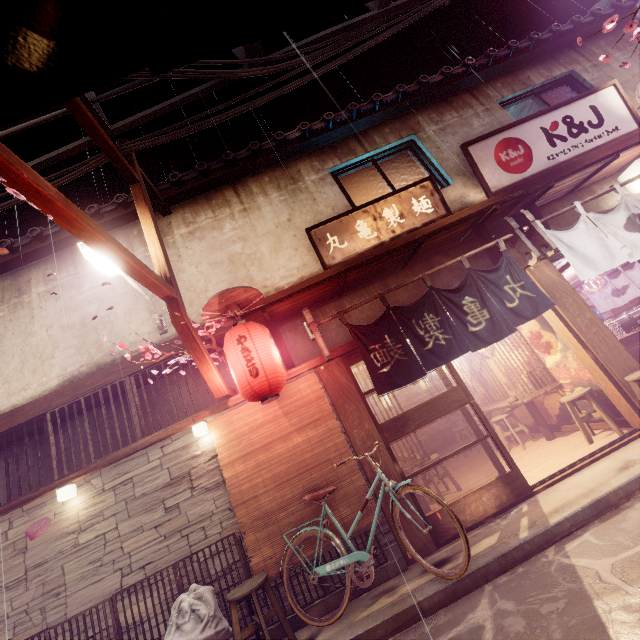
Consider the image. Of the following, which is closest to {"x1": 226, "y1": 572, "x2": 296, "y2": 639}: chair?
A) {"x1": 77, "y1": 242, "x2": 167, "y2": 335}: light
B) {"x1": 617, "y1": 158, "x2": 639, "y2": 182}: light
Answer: {"x1": 77, "y1": 242, "x2": 167, "y2": 335}: light

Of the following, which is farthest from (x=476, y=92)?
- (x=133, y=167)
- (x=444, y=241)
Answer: (x=133, y=167)

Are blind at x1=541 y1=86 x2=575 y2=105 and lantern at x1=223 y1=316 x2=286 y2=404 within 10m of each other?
no

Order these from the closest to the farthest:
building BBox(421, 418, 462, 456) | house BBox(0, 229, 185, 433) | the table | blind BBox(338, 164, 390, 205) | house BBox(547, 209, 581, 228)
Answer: house BBox(0, 229, 185, 433) < house BBox(547, 209, 581, 228) < blind BBox(338, 164, 390, 205) < the table < building BBox(421, 418, 462, 456)

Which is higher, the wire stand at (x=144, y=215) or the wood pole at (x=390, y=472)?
the wire stand at (x=144, y=215)

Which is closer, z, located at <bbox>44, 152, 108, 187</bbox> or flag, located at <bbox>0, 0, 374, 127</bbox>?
flag, located at <bbox>0, 0, 374, 127</bbox>

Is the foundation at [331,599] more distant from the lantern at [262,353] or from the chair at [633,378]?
the chair at [633,378]

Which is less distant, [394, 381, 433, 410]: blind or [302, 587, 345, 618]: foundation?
[302, 587, 345, 618]: foundation
